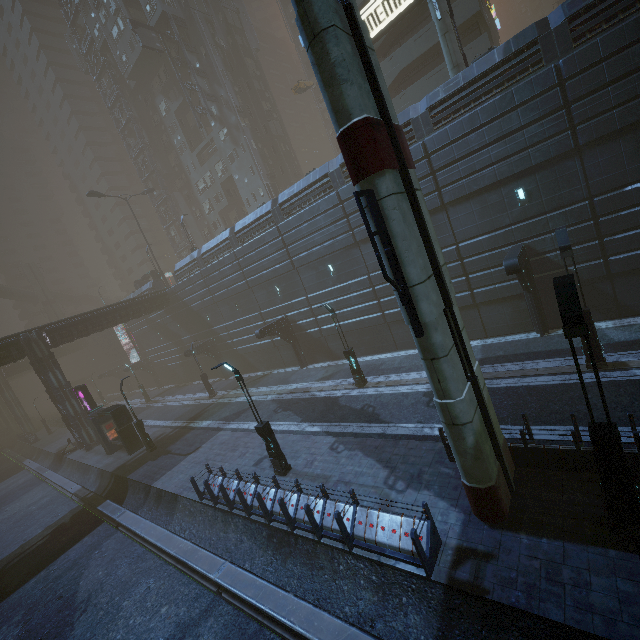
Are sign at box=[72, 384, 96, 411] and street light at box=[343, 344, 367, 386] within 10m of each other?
no

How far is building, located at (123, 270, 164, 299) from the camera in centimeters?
4106cm

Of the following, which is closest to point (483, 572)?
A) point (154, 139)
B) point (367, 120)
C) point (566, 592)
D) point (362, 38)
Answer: point (566, 592)

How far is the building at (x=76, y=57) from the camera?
50.9m

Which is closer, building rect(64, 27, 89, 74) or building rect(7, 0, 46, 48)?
building rect(64, 27, 89, 74)

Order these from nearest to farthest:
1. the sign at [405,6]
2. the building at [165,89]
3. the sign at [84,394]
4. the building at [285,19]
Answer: the sign at [405,6], the sign at [84,394], the building at [165,89], the building at [285,19]

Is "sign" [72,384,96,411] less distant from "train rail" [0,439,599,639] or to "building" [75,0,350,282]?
"building" [75,0,350,282]

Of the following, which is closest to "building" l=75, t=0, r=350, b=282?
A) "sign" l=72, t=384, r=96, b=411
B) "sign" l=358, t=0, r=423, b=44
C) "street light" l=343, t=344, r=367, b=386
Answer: "sign" l=358, t=0, r=423, b=44
